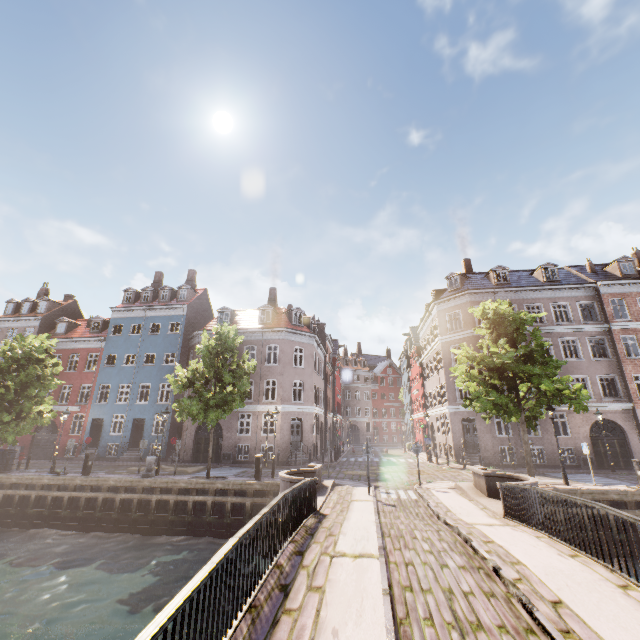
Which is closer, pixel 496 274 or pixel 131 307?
pixel 496 274

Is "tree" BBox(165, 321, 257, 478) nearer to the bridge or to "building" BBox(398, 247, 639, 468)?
the bridge

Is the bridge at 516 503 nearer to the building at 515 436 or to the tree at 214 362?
the tree at 214 362

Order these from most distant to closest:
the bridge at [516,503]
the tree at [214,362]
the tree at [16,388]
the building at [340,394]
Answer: the building at [340,394] < the tree at [16,388] < the tree at [214,362] < the bridge at [516,503]

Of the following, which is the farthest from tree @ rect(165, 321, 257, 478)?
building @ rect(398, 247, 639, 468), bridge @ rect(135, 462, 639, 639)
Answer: building @ rect(398, 247, 639, 468)

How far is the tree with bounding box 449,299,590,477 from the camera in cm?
1517
